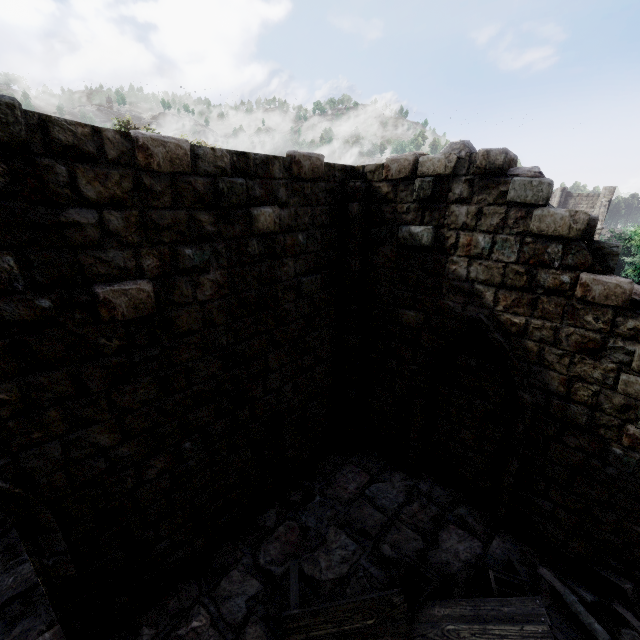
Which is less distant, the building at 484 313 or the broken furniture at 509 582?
the building at 484 313

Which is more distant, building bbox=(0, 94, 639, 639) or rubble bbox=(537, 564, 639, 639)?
rubble bbox=(537, 564, 639, 639)

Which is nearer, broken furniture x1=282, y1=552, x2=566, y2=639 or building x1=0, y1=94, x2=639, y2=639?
building x1=0, y1=94, x2=639, y2=639

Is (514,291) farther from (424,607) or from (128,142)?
(128,142)

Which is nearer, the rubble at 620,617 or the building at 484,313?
the building at 484,313
